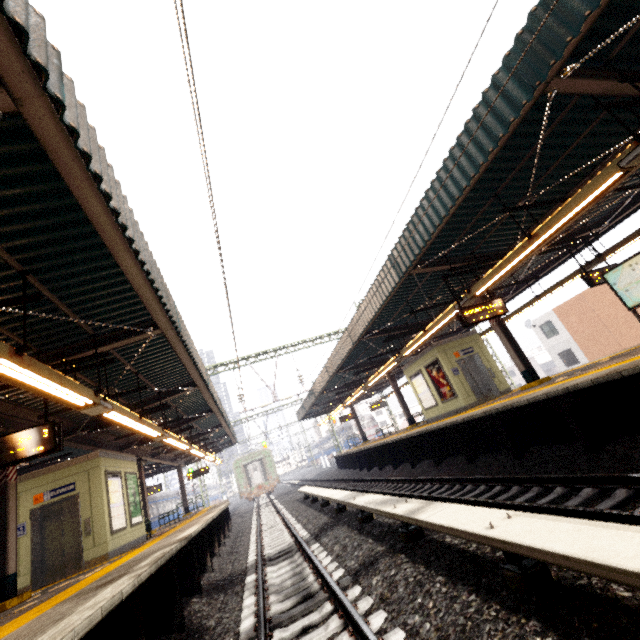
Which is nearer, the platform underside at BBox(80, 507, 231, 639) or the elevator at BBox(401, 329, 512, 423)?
the platform underside at BBox(80, 507, 231, 639)

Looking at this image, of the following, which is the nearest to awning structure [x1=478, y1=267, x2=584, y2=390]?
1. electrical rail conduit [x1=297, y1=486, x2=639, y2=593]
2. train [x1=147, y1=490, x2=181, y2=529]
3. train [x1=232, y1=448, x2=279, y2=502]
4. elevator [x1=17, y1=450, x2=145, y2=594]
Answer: electrical rail conduit [x1=297, y1=486, x2=639, y2=593]

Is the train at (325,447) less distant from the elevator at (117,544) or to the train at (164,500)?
the train at (164,500)

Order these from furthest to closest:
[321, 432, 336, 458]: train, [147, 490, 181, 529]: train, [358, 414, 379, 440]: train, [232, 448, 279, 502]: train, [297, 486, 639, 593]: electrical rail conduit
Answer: [321, 432, 336, 458]: train, [358, 414, 379, 440]: train, [232, 448, 279, 502]: train, [147, 490, 181, 529]: train, [297, 486, 639, 593]: electrical rail conduit

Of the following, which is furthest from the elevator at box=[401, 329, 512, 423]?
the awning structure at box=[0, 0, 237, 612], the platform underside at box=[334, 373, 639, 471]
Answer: the awning structure at box=[0, 0, 237, 612]

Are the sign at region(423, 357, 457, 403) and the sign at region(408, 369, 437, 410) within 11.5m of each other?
yes

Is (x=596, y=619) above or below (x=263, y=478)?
below

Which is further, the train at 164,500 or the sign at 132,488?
the train at 164,500
